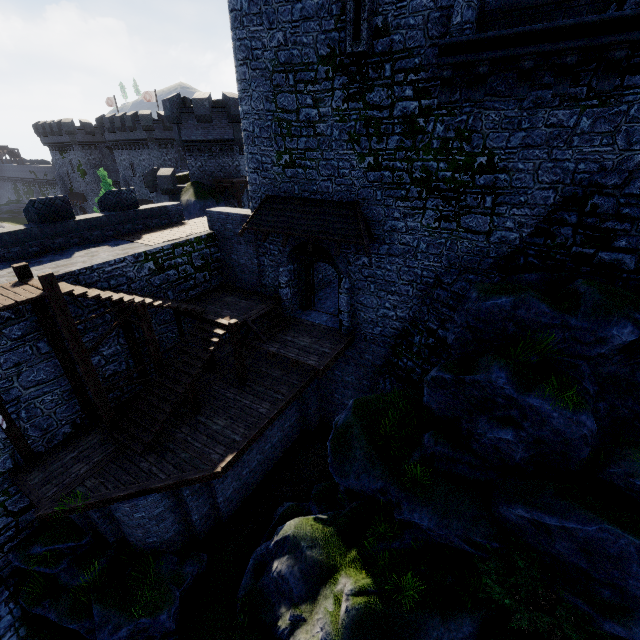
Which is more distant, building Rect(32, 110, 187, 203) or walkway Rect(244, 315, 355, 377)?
building Rect(32, 110, 187, 203)

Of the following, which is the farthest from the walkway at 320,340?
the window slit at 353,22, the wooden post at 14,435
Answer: the window slit at 353,22

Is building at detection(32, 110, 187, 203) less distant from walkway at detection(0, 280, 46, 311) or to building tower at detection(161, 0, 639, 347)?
building tower at detection(161, 0, 639, 347)

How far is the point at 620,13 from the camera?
6.6m

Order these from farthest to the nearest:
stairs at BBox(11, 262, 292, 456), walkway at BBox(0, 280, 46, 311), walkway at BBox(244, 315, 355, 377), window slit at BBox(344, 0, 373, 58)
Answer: walkway at BBox(244, 315, 355, 377)
stairs at BBox(11, 262, 292, 456)
window slit at BBox(344, 0, 373, 58)
walkway at BBox(0, 280, 46, 311)

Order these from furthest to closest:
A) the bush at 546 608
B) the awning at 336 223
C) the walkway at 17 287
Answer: the awning at 336 223
the walkway at 17 287
the bush at 546 608

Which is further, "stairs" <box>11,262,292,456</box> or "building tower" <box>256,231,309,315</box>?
"building tower" <box>256,231,309,315</box>

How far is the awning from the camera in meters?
11.7 m
